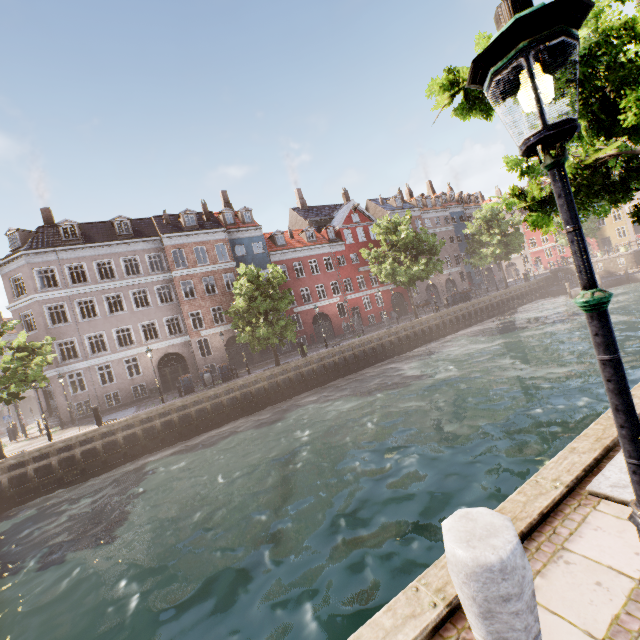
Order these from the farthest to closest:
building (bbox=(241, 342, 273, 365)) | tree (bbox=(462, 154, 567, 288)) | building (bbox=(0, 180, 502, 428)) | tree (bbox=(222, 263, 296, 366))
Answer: building (bbox=(241, 342, 273, 365)), building (bbox=(0, 180, 502, 428)), tree (bbox=(222, 263, 296, 366)), tree (bbox=(462, 154, 567, 288))

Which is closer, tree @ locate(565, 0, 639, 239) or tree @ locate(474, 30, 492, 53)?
tree @ locate(565, 0, 639, 239)

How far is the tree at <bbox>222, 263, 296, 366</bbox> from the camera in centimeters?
2262cm

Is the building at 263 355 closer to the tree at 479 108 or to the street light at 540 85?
the street light at 540 85

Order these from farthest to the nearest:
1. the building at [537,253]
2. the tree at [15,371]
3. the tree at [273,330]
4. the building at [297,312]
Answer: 1. the building at [537,253]
2. the building at [297,312]
3. the tree at [273,330]
4. the tree at [15,371]

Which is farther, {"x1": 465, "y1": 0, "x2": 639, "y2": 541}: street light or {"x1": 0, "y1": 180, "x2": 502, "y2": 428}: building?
{"x1": 0, "y1": 180, "x2": 502, "y2": 428}: building

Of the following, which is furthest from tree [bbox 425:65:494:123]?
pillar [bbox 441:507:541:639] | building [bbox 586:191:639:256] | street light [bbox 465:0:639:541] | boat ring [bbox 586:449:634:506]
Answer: pillar [bbox 441:507:541:639]

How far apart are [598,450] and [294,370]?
20.8 meters
